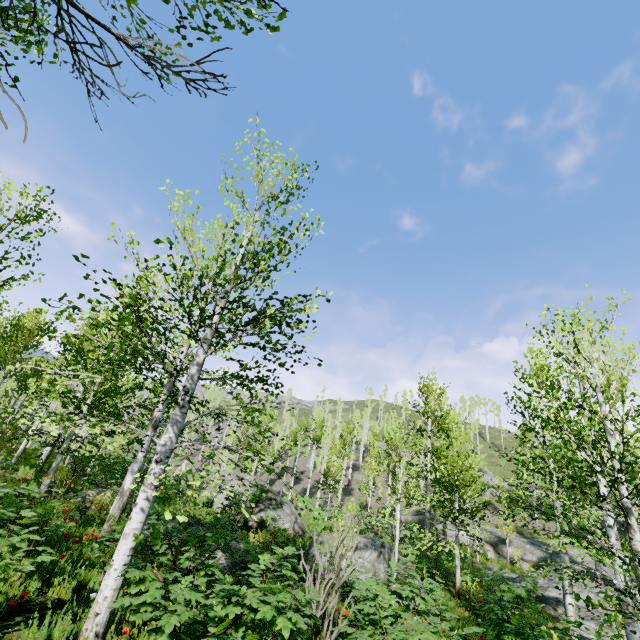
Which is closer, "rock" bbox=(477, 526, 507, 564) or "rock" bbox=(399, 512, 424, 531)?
"rock" bbox=(477, 526, 507, 564)

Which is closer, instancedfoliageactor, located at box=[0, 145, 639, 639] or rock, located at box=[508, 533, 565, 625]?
instancedfoliageactor, located at box=[0, 145, 639, 639]

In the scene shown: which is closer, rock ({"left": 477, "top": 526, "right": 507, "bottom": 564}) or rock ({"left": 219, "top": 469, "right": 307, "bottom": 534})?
rock ({"left": 219, "top": 469, "right": 307, "bottom": 534})

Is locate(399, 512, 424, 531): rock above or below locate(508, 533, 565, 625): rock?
above

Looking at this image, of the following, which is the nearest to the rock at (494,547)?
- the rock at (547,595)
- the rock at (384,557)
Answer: the rock at (547,595)

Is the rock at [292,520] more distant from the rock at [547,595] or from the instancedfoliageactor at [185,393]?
the rock at [547,595]

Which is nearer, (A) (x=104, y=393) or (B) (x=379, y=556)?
(B) (x=379, y=556)

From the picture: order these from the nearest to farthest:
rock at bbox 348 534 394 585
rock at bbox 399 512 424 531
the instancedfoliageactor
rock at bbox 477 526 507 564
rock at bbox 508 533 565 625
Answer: the instancedfoliageactor → rock at bbox 348 534 394 585 → rock at bbox 508 533 565 625 → rock at bbox 477 526 507 564 → rock at bbox 399 512 424 531
